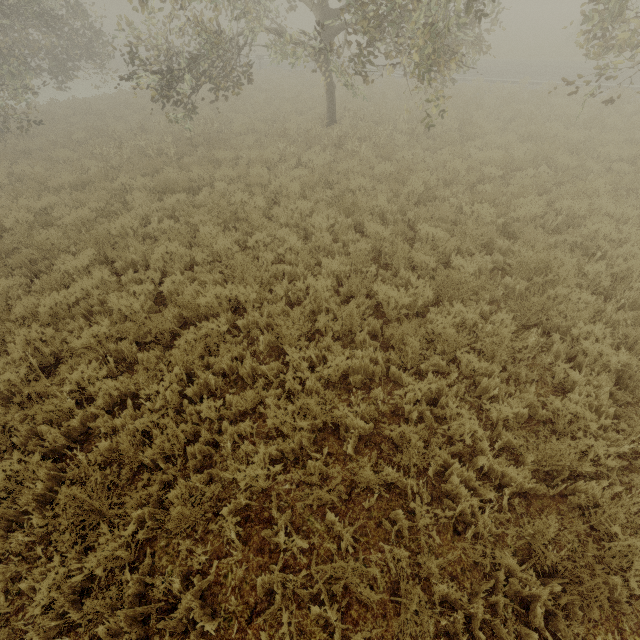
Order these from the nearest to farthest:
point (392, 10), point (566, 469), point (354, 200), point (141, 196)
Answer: point (566, 469) < point (392, 10) < point (354, 200) < point (141, 196)
